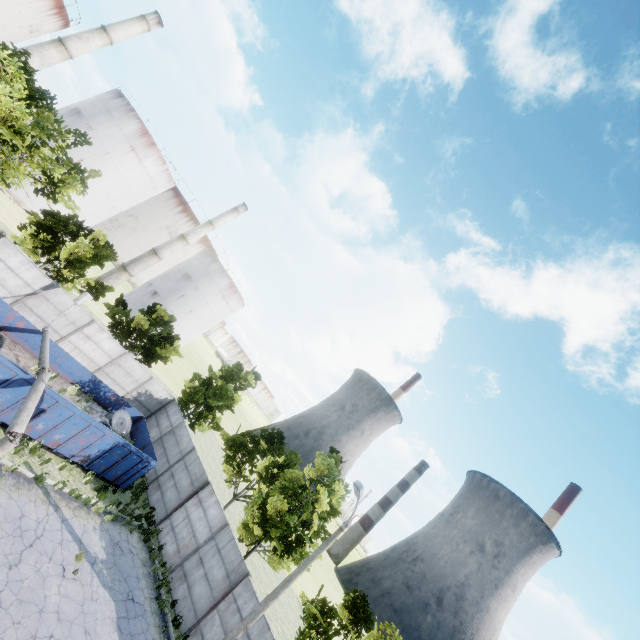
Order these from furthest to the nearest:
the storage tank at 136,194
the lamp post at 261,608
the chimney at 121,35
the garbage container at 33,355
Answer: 1. the storage tank at 136,194
2. the chimney at 121,35
3. the lamp post at 261,608
4. the garbage container at 33,355

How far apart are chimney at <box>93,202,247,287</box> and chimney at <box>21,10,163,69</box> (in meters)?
21.63

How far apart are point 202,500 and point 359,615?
10.4 meters

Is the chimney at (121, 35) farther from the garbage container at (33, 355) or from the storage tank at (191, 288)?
the garbage container at (33, 355)

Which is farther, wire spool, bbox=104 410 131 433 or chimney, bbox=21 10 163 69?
chimney, bbox=21 10 163 69

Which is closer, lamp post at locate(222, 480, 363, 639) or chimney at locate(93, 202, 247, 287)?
lamp post at locate(222, 480, 363, 639)

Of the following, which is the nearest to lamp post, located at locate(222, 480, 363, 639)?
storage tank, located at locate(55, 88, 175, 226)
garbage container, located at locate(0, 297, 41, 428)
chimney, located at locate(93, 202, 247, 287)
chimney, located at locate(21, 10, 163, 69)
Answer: garbage container, located at locate(0, 297, 41, 428)

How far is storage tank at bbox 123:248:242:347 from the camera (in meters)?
53.47
